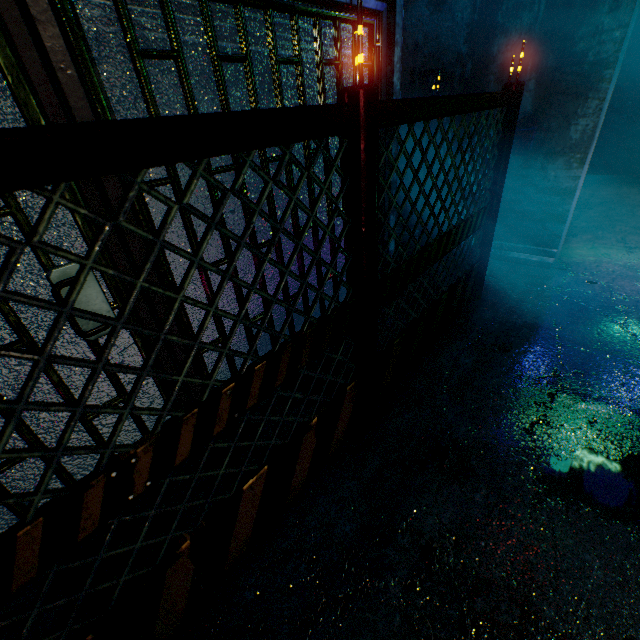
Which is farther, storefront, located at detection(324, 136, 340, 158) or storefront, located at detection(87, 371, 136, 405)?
storefront, located at detection(324, 136, 340, 158)

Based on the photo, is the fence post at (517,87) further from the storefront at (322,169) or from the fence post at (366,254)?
the fence post at (366,254)

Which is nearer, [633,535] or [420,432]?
[633,535]

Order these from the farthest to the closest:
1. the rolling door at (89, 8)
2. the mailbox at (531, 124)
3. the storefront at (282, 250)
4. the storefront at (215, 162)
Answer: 1. the mailbox at (531, 124)
2. the storefront at (282, 250)
3. the storefront at (215, 162)
4. the rolling door at (89, 8)

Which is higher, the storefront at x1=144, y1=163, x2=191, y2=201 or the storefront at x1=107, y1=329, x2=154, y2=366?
the storefront at x1=144, y1=163, x2=191, y2=201

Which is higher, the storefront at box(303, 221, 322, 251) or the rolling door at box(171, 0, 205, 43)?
the rolling door at box(171, 0, 205, 43)

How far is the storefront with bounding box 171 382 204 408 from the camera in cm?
192
